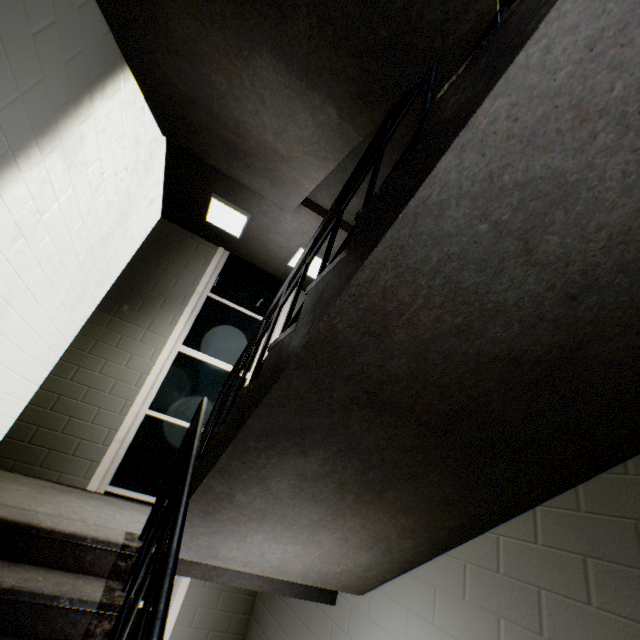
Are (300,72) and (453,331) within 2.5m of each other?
yes

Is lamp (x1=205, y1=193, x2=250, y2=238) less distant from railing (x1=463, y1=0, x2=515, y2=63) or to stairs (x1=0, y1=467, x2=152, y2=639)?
stairs (x1=0, y1=467, x2=152, y2=639)

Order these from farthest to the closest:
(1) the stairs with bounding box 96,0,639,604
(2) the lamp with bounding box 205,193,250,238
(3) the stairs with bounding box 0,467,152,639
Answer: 1. (2) the lamp with bounding box 205,193,250,238
2. (3) the stairs with bounding box 0,467,152,639
3. (1) the stairs with bounding box 96,0,639,604

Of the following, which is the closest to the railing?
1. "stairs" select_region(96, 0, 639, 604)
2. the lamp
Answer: "stairs" select_region(96, 0, 639, 604)

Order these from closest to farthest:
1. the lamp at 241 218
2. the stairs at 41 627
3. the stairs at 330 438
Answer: the stairs at 330 438, the stairs at 41 627, the lamp at 241 218

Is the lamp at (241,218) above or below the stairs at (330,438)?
above

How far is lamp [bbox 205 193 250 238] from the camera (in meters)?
3.98
